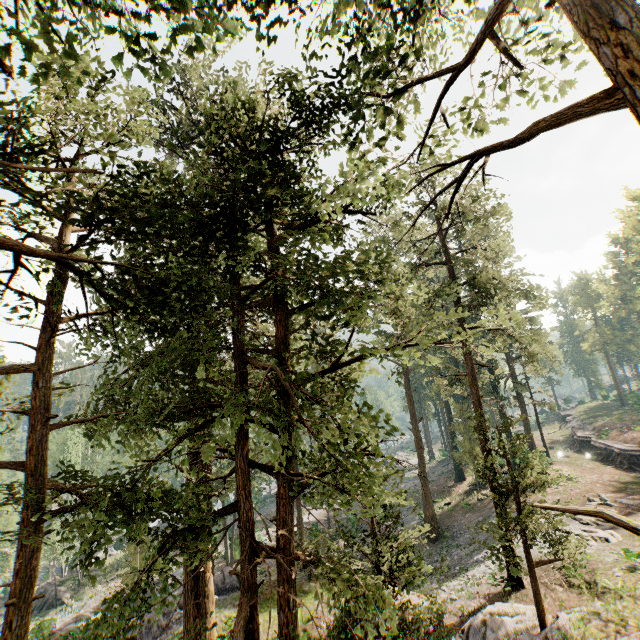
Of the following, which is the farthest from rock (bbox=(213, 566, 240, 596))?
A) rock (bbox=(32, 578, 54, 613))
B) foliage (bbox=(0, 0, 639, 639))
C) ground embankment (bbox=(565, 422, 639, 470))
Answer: ground embankment (bbox=(565, 422, 639, 470))

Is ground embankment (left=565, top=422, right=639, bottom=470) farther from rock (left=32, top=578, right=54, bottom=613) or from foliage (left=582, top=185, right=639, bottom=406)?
rock (left=32, top=578, right=54, bottom=613)

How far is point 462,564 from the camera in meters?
21.5

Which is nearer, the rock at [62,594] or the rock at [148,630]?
the rock at [148,630]

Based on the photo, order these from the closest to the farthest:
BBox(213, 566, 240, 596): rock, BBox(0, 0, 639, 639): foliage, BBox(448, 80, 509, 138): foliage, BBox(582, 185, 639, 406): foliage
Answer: BBox(0, 0, 639, 639): foliage < BBox(448, 80, 509, 138): foliage < BBox(213, 566, 240, 596): rock < BBox(582, 185, 639, 406): foliage

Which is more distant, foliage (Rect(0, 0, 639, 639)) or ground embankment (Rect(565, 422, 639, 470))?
ground embankment (Rect(565, 422, 639, 470))

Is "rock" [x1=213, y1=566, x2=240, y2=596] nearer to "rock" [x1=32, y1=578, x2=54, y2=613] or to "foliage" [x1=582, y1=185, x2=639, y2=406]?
"foliage" [x1=582, y1=185, x2=639, y2=406]

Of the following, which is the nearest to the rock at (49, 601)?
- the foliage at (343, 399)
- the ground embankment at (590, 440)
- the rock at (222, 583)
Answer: the foliage at (343, 399)
